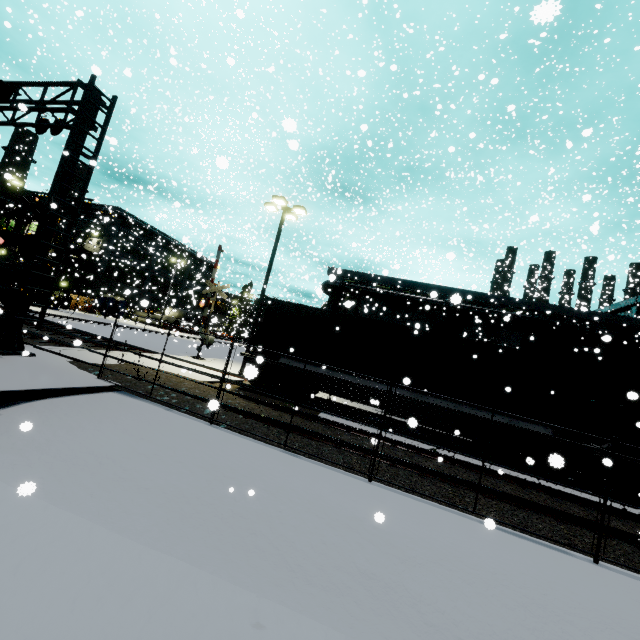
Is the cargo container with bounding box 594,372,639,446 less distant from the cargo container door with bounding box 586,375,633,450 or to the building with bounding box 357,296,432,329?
the cargo container door with bounding box 586,375,633,450

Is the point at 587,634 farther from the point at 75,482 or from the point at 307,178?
the point at 307,178

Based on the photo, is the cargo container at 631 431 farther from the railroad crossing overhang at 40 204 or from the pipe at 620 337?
the railroad crossing overhang at 40 204

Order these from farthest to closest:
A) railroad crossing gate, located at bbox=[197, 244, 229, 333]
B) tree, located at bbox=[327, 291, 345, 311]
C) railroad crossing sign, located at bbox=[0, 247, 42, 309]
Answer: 1. tree, located at bbox=[327, 291, 345, 311]
2. railroad crossing gate, located at bbox=[197, 244, 229, 333]
3. railroad crossing sign, located at bbox=[0, 247, 42, 309]

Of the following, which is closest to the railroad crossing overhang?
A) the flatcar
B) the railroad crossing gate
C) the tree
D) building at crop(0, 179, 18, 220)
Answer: the railroad crossing gate

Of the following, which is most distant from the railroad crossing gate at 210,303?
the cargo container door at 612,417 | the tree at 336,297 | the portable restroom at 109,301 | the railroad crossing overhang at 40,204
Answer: the portable restroom at 109,301

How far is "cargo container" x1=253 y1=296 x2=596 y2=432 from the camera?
10.82m

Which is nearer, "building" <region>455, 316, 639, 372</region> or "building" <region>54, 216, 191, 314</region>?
"building" <region>455, 316, 639, 372</region>
